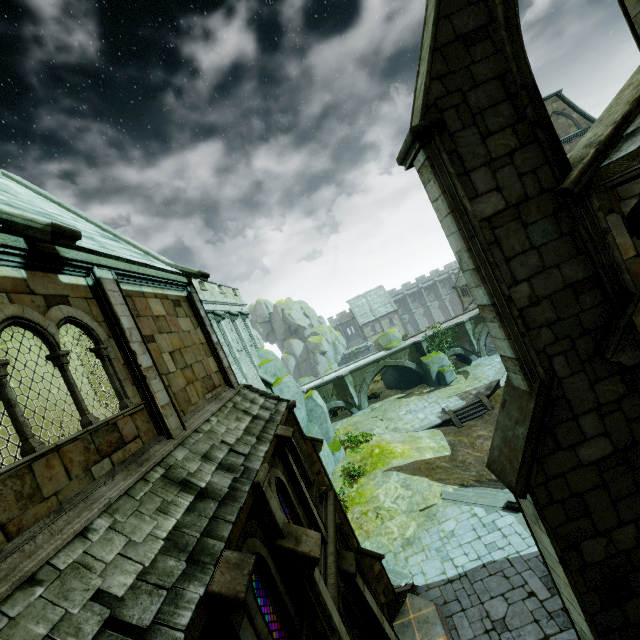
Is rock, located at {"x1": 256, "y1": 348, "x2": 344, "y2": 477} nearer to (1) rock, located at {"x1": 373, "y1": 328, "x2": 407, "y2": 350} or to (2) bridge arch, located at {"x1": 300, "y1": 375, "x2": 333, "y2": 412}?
(2) bridge arch, located at {"x1": 300, "y1": 375, "x2": 333, "y2": 412}

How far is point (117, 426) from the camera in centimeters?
548cm

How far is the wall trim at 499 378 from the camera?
27.32m

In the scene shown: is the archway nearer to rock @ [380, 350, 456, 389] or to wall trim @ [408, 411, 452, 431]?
wall trim @ [408, 411, 452, 431]

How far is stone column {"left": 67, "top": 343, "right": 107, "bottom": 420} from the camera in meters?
11.0

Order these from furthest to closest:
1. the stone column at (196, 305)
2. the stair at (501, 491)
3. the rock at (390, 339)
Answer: the rock at (390, 339), the stair at (501, 491), the stone column at (196, 305)

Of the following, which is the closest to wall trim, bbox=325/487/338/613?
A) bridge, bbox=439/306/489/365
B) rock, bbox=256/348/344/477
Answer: rock, bbox=256/348/344/477

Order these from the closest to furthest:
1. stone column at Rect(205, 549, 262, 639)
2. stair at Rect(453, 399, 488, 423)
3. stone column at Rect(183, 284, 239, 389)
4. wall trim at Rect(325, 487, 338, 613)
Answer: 1. stone column at Rect(205, 549, 262, 639)
2. wall trim at Rect(325, 487, 338, 613)
3. stone column at Rect(183, 284, 239, 389)
4. stair at Rect(453, 399, 488, 423)
